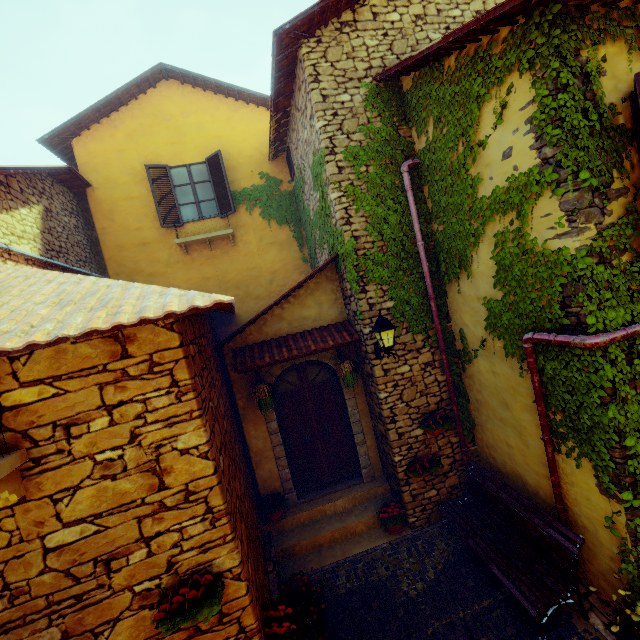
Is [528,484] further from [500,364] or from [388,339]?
[388,339]

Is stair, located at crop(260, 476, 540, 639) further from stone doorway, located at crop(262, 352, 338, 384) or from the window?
the window

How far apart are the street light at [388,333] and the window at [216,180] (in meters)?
5.45

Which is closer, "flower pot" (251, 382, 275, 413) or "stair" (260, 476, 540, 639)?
"stair" (260, 476, 540, 639)

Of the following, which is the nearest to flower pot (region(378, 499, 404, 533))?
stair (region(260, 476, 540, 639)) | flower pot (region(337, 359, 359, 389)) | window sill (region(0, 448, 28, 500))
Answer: stair (region(260, 476, 540, 639))

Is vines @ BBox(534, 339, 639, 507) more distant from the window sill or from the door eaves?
the window sill

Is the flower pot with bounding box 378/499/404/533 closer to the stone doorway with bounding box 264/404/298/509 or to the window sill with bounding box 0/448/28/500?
the stone doorway with bounding box 264/404/298/509

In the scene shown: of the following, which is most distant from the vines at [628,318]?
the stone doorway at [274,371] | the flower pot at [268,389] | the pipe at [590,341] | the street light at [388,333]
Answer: the flower pot at [268,389]
